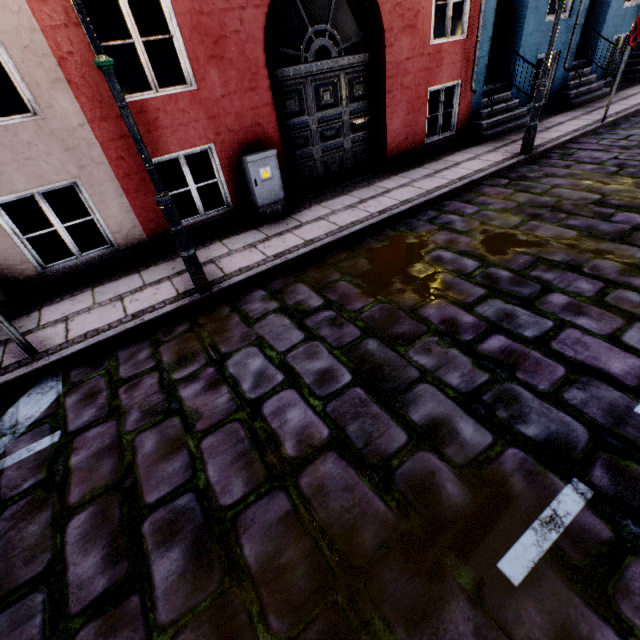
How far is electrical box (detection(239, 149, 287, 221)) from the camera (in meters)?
5.25

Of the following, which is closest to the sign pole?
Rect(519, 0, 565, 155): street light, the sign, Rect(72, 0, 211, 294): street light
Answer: Rect(72, 0, 211, 294): street light

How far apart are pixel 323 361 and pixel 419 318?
1.12m

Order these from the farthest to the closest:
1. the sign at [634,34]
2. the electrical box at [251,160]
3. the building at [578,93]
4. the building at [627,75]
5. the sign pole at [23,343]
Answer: the building at [627,75] < the building at [578,93] < the sign at [634,34] < the electrical box at [251,160] < the sign pole at [23,343]

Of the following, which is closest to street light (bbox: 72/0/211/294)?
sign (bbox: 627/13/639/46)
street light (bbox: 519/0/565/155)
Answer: street light (bbox: 519/0/565/155)

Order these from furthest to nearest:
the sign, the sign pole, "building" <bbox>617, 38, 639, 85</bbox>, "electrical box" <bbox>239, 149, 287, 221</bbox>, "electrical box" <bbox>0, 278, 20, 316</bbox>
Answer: "building" <bbox>617, 38, 639, 85</bbox>
the sign
"electrical box" <bbox>239, 149, 287, 221</bbox>
"electrical box" <bbox>0, 278, 20, 316</bbox>
the sign pole

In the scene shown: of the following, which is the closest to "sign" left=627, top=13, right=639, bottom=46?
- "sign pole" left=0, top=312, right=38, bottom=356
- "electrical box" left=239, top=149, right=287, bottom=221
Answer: "electrical box" left=239, top=149, right=287, bottom=221

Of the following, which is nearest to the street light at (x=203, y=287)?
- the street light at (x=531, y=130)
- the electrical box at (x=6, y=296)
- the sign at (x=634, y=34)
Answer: the electrical box at (x=6, y=296)
